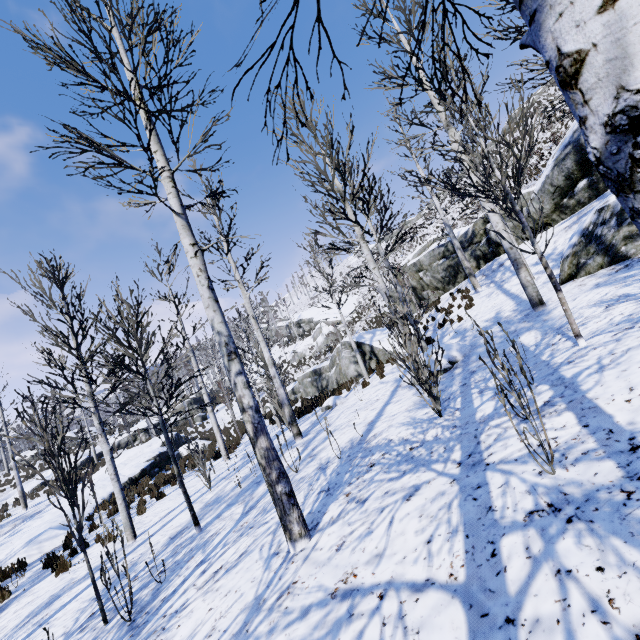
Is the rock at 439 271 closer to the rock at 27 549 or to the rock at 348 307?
the rock at 348 307

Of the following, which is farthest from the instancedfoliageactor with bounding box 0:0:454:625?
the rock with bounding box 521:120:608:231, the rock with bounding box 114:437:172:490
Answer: the rock with bounding box 114:437:172:490

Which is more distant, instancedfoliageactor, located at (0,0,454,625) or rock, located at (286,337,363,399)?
rock, located at (286,337,363,399)

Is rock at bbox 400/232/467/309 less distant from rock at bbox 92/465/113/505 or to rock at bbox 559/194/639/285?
rock at bbox 559/194/639/285

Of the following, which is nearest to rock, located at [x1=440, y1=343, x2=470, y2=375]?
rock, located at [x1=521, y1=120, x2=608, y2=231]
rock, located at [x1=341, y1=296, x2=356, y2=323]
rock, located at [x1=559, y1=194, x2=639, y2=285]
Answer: rock, located at [x1=559, y1=194, x2=639, y2=285]

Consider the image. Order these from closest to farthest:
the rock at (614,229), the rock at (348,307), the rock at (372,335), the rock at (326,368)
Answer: the rock at (614,229), the rock at (372,335), the rock at (326,368), the rock at (348,307)

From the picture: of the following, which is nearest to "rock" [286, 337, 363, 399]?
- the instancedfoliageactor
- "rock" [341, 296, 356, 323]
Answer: the instancedfoliageactor

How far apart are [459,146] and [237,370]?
8.2 meters
